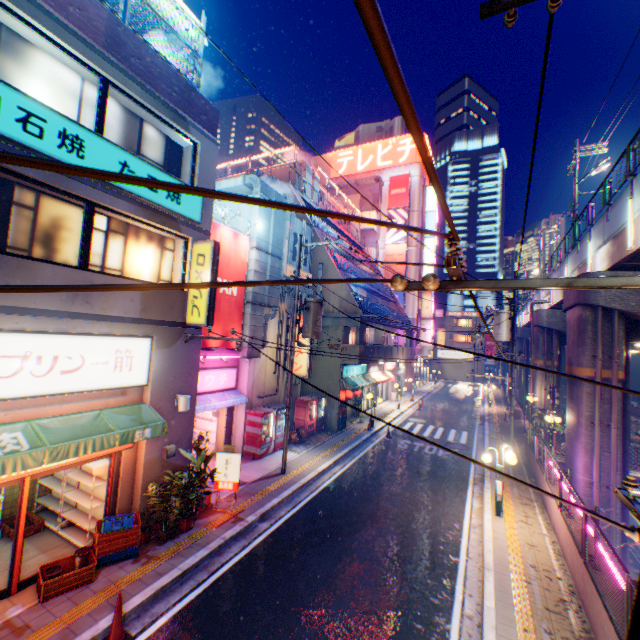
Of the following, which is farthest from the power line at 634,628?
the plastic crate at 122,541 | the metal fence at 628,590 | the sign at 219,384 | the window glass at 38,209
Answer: the plastic crate at 122,541

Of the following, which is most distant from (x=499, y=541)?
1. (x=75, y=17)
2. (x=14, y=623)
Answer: (x=75, y=17)

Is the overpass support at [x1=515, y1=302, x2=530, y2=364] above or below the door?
above

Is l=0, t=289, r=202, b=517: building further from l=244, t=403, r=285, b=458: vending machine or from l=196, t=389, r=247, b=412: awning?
l=244, t=403, r=285, b=458: vending machine

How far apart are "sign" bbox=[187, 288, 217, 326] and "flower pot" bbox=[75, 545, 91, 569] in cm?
565

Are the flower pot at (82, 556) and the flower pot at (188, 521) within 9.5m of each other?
yes

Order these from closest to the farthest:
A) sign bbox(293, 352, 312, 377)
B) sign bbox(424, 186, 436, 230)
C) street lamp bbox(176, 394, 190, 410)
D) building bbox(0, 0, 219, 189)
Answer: building bbox(0, 0, 219, 189), street lamp bbox(176, 394, 190, 410), sign bbox(293, 352, 312, 377), sign bbox(424, 186, 436, 230)

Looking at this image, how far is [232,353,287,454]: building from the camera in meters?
14.9 m
